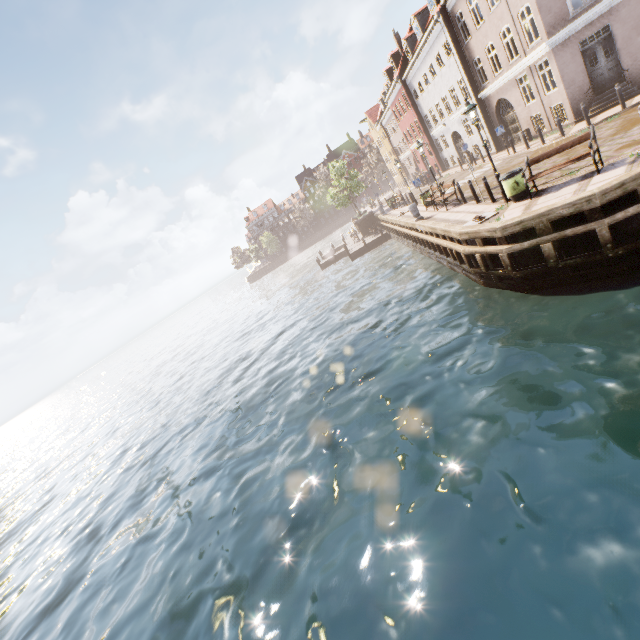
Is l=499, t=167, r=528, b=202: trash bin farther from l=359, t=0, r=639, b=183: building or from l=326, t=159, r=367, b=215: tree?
l=359, t=0, r=639, b=183: building

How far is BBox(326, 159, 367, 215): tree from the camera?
36.6m

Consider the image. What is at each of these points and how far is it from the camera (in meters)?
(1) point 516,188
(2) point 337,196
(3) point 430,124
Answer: (1) trash bin, 11.00
(2) tree, 38.12
(3) building, 34.12

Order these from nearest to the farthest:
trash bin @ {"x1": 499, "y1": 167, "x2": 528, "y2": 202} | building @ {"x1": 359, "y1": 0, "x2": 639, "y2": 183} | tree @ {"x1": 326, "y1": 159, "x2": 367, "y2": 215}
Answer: trash bin @ {"x1": 499, "y1": 167, "x2": 528, "y2": 202}
building @ {"x1": 359, "y1": 0, "x2": 639, "y2": 183}
tree @ {"x1": 326, "y1": 159, "x2": 367, "y2": 215}

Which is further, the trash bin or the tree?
the tree

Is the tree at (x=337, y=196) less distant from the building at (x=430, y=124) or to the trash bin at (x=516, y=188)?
the building at (x=430, y=124)
